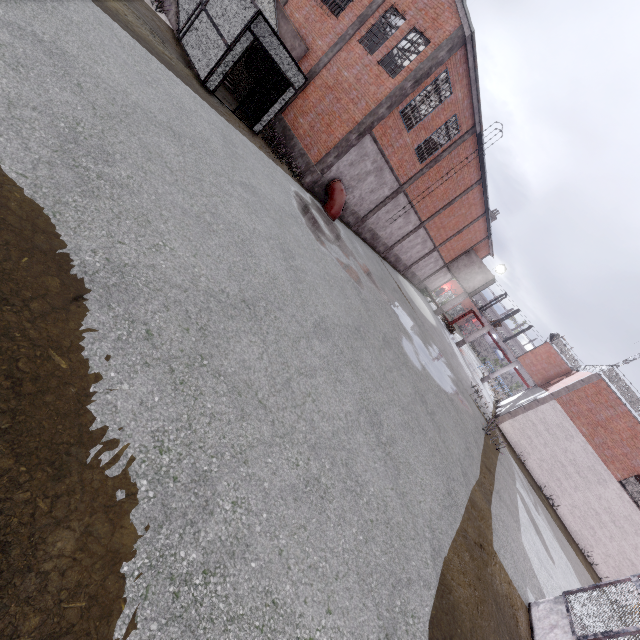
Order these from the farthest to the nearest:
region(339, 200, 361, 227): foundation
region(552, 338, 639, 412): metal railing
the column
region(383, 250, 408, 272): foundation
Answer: region(383, 250, 408, 272): foundation, region(552, 338, 639, 412): metal railing, region(339, 200, 361, 227): foundation, the column

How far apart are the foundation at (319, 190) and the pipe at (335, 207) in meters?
0.1 m

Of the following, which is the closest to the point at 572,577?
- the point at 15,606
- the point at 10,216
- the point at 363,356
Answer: the point at 363,356

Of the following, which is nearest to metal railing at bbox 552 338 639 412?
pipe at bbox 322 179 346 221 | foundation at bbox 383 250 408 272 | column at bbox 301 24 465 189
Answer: foundation at bbox 383 250 408 272

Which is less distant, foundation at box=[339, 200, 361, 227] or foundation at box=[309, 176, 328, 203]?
foundation at box=[309, 176, 328, 203]

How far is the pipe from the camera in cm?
1667

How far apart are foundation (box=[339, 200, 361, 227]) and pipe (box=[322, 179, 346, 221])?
0.05m

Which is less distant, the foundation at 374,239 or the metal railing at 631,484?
the metal railing at 631,484
